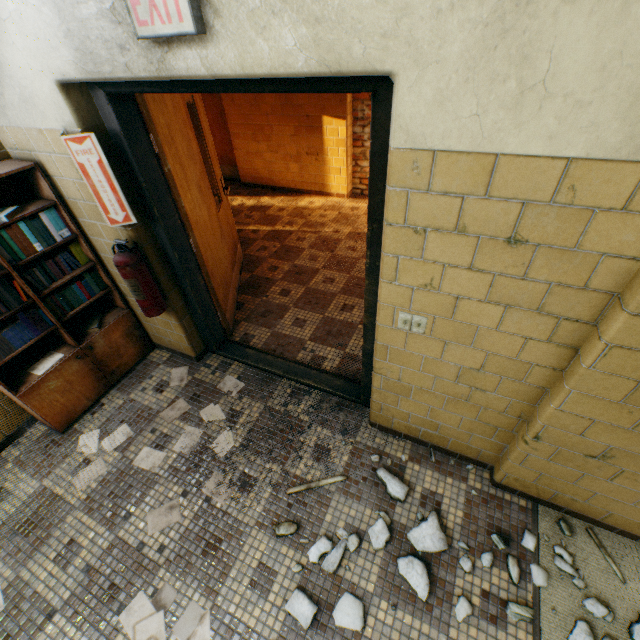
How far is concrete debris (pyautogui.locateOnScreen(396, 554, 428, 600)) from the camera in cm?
175

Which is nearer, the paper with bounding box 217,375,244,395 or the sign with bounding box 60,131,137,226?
the sign with bounding box 60,131,137,226

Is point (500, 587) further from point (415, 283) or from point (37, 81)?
point (37, 81)

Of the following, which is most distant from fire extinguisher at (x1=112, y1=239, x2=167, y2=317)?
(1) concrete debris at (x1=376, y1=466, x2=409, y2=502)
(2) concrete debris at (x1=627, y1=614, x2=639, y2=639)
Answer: (2) concrete debris at (x1=627, y1=614, x2=639, y2=639)

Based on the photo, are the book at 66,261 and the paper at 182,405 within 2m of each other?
yes

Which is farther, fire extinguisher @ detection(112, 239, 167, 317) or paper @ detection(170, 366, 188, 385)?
paper @ detection(170, 366, 188, 385)

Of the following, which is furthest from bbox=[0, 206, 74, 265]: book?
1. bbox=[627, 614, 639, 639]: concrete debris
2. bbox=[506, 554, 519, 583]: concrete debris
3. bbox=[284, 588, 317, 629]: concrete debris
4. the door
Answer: bbox=[627, 614, 639, 639]: concrete debris

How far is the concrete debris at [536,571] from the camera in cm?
176
